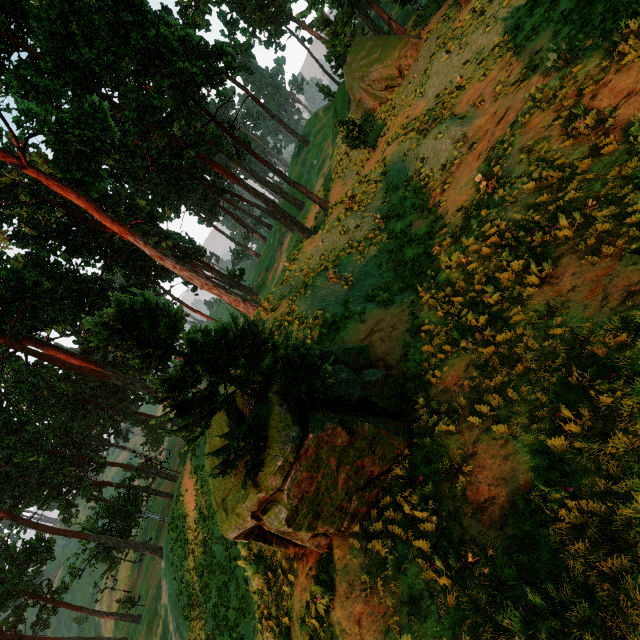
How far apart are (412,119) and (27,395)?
30.78m
